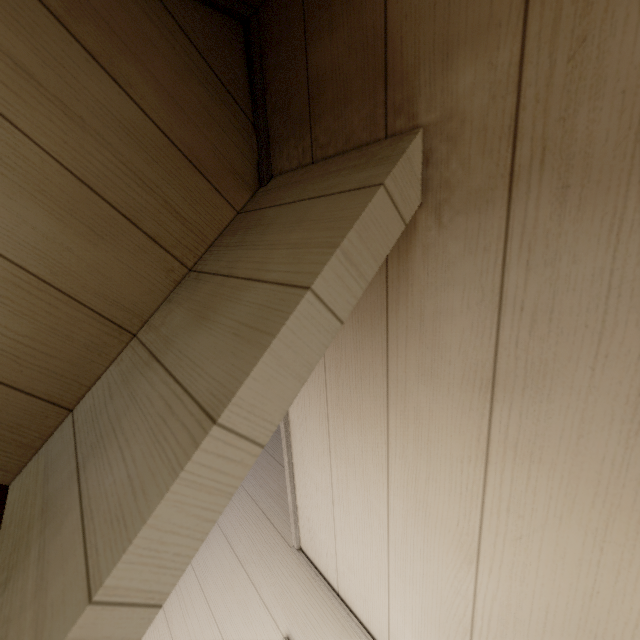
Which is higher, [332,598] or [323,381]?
[323,381]
